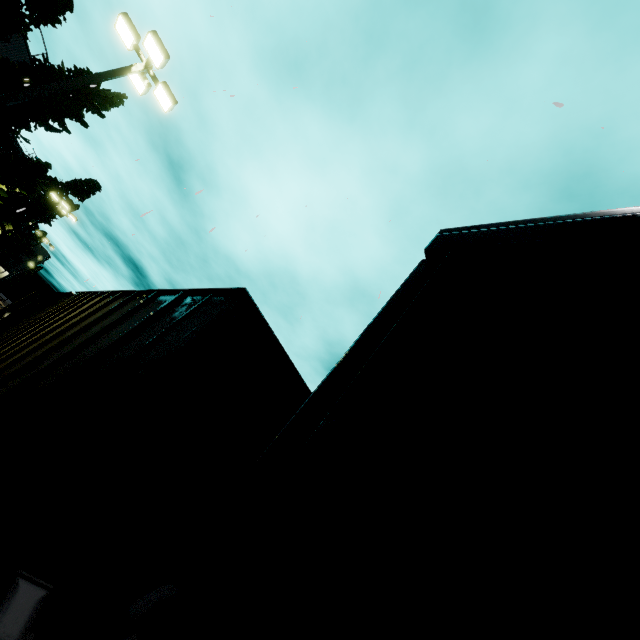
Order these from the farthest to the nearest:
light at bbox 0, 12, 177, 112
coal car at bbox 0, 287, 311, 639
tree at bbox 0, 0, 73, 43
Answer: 1. tree at bbox 0, 0, 73, 43
2. light at bbox 0, 12, 177, 112
3. coal car at bbox 0, 287, 311, 639

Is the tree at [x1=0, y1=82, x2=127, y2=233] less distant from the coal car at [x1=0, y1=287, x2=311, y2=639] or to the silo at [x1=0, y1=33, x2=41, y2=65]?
the silo at [x1=0, y1=33, x2=41, y2=65]

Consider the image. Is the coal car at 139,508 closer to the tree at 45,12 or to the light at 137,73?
the tree at 45,12

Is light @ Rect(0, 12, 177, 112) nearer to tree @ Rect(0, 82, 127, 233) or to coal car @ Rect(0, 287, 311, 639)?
tree @ Rect(0, 82, 127, 233)

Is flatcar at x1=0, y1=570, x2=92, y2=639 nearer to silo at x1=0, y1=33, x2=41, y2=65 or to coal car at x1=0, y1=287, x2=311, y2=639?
coal car at x1=0, y1=287, x2=311, y2=639

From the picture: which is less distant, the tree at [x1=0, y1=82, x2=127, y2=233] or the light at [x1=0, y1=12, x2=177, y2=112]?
the light at [x1=0, y1=12, x2=177, y2=112]

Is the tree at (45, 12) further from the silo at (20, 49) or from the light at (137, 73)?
the light at (137, 73)

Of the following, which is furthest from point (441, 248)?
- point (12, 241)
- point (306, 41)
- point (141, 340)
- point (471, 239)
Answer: point (12, 241)
